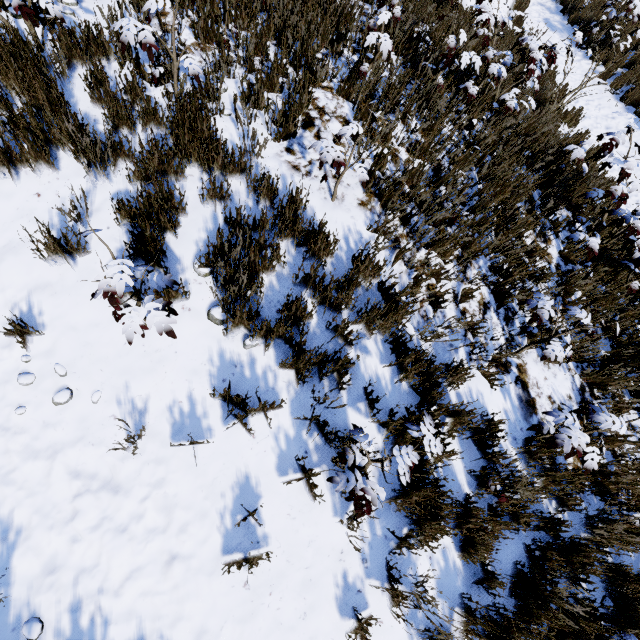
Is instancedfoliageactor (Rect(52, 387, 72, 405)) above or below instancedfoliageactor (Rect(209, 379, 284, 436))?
below

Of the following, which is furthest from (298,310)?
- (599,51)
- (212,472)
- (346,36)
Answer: (599,51)

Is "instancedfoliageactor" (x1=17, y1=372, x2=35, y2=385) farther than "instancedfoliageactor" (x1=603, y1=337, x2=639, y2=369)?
No

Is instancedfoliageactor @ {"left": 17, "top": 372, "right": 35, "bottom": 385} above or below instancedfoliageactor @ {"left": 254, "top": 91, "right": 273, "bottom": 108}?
below

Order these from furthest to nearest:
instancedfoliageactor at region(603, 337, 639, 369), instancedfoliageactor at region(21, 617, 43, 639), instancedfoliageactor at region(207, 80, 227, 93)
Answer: instancedfoliageactor at region(603, 337, 639, 369) → instancedfoliageactor at region(207, 80, 227, 93) → instancedfoliageactor at region(21, 617, 43, 639)

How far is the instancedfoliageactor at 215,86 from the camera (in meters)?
3.38
